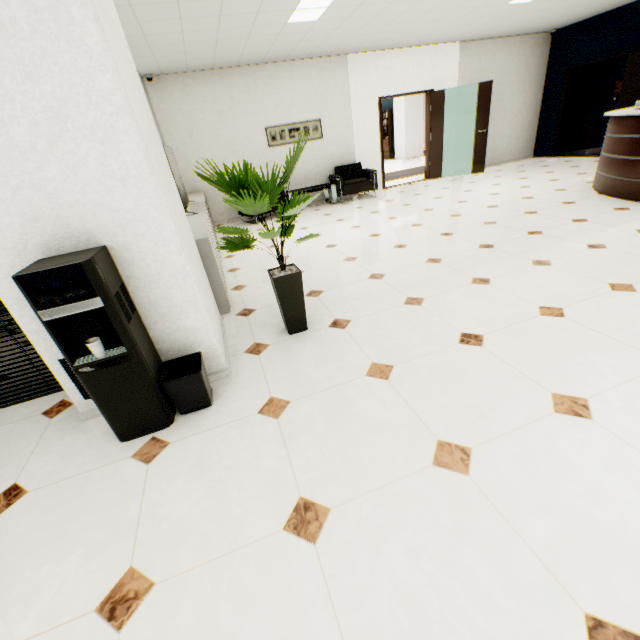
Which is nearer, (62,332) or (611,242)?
(62,332)

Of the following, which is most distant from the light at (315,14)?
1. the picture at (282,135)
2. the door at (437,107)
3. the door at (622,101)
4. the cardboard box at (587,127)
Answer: the cardboard box at (587,127)

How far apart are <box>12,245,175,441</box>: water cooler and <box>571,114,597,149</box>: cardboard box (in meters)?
13.04

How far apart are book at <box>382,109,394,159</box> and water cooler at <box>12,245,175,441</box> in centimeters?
1759cm

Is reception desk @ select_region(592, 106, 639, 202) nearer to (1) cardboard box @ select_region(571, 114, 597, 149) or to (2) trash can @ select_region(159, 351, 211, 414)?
(1) cardboard box @ select_region(571, 114, 597, 149)

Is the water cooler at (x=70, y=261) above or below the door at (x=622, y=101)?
below

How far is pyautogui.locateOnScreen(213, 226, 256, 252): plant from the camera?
2.4 meters

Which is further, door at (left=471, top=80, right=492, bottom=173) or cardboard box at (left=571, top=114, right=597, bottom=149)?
cardboard box at (left=571, top=114, right=597, bottom=149)
